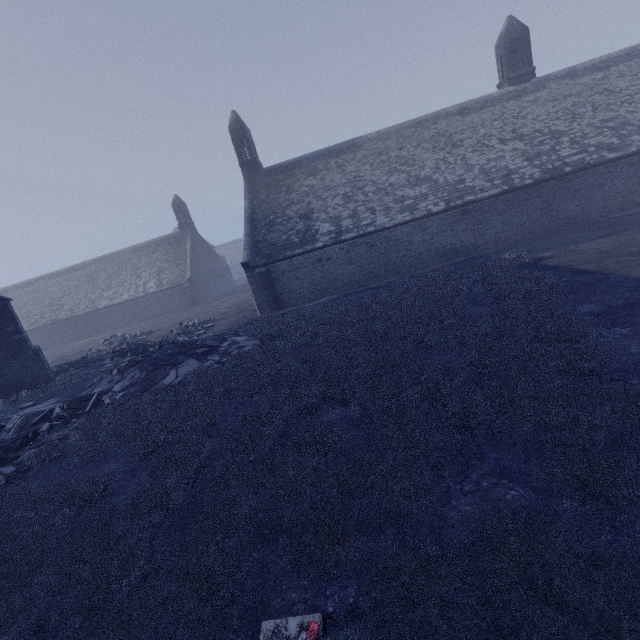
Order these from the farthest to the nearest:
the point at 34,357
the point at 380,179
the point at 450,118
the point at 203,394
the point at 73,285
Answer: the point at 73,285 < the point at 450,118 < the point at 380,179 < the point at 34,357 < the point at 203,394

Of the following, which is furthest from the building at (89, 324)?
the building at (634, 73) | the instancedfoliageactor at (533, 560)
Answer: the instancedfoliageactor at (533, 560)

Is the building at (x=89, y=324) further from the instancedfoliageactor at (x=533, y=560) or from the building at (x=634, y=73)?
the instancedfoliageactor at (x=533, y=560)

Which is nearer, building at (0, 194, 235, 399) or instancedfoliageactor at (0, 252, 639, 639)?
instancedfoliageactor at (0, 252, 639, 639)

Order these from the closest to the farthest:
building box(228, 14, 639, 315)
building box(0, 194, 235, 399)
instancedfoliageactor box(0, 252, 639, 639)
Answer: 1. instancedfoliageactor box(0, 252, 639, 639)
2. building box(0, 194, 235, 399)
3. building box(228, 14, 639, 315)

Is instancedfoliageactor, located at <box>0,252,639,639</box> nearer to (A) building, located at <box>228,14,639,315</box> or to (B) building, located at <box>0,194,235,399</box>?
(A) building, located at <box>228,14,639,315</box>

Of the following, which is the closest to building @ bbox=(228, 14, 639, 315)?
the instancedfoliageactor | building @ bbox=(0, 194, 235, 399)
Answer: the instancedfoliageactor
